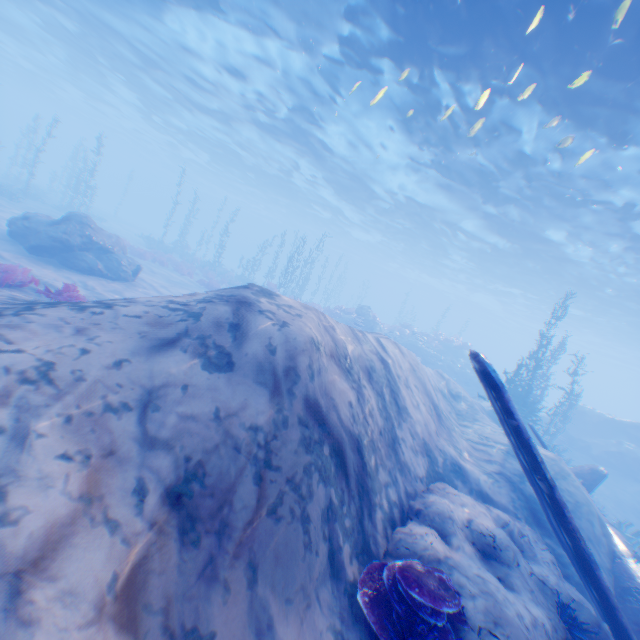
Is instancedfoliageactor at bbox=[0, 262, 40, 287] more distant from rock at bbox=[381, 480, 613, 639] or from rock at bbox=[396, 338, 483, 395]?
rock at bbox=[396, 338, 483, 395]

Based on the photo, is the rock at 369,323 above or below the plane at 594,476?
above

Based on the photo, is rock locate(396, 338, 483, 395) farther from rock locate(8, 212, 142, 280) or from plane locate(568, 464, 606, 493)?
plane locate(568, 464, 606, 493)

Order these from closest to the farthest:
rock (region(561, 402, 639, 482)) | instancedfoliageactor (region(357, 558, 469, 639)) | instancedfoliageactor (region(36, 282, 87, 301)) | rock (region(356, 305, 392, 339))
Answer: instancedfoliageactor (region(357, 558, 469, 639)) → instancedfoliageactor (region(36, 282, 87, 301)) → rock (region(561, 402, 639, 482)) → rock (region(356, 305, 392, 339))

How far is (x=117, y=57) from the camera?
23.6m

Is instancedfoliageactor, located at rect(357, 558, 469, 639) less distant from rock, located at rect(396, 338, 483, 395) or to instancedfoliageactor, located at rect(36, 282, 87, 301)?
instancedfoliageactor, located at rect(36, 282, 87, 301)

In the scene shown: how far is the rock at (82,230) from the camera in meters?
13.4

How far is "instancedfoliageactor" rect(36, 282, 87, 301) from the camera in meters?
8.6
